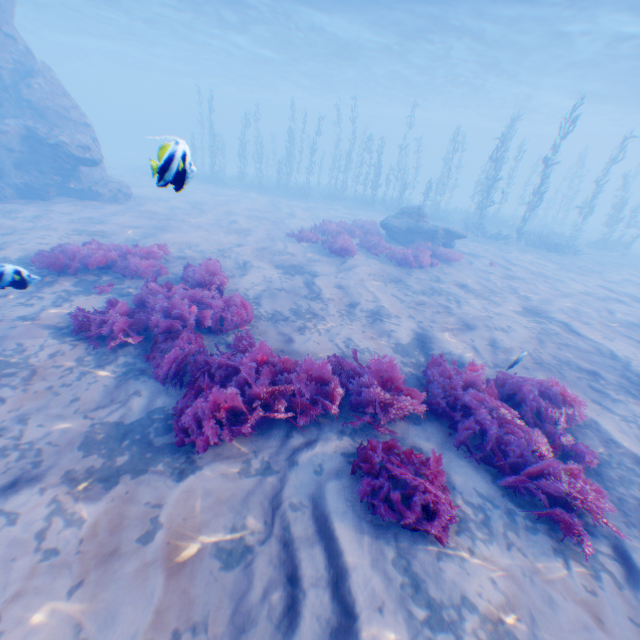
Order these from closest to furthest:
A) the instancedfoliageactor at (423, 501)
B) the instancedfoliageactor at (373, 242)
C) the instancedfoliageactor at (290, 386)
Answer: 1. the instancedfoliageactor at (423, 501)
2. the instancedfoliageactor at (290, 386)
3. the instancedfoliageactor at (373, 242)

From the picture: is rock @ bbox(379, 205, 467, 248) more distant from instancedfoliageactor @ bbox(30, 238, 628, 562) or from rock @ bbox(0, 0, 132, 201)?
instancedfoliageactor @ bbox(30, 238, 628, 562)

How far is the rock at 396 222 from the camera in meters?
15.9 m

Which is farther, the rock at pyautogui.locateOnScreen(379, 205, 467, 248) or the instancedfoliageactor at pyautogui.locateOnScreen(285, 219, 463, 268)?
the rock at pyautogui.locateOnScreen(379, 205, 467, 248)

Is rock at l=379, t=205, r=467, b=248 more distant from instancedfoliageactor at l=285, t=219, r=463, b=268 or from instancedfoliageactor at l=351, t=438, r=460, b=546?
instancedfoliageactor at l=351, t=438, r=460, b=546

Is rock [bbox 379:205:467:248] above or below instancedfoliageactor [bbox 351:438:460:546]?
above

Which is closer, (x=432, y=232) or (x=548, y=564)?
(x=548, y=564)
